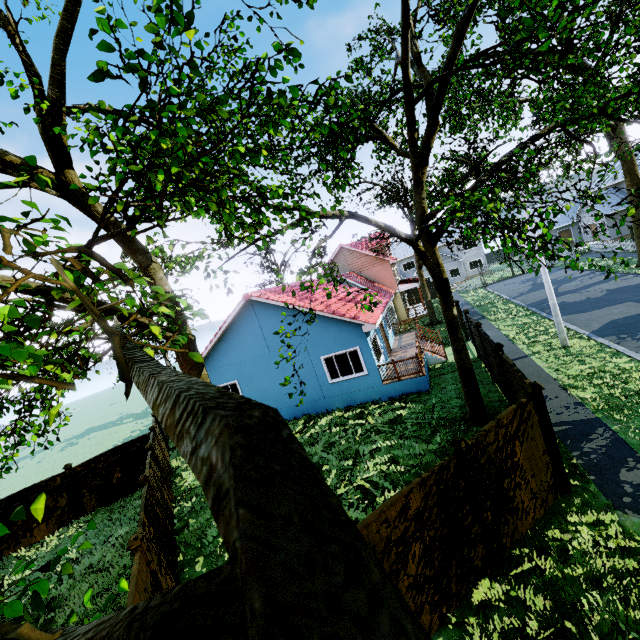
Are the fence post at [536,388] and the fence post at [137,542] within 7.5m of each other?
no

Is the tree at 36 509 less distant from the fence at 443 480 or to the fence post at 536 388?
the fence at 443 480

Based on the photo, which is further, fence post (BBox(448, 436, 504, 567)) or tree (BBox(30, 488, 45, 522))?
fence post (BBox(448, 436, 504, 567))

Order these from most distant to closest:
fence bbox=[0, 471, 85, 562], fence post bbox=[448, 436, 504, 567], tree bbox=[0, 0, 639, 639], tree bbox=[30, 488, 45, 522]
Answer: fence bbox=[0, 471, 85, 562] → fence post bbox=[448, 436, 504, 567] → tree bbox=[30, 488, 45, 522] → tree bbox=[0, 0, 639, 639]

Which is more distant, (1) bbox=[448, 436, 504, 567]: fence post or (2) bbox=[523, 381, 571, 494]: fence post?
(2) bbox=[523, 381, 571, 494]: fence post

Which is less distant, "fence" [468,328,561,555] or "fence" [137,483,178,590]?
"fence" [468,328,561,555]

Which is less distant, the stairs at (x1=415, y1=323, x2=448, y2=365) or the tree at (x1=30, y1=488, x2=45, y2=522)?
the tree at (x1=30, y1=488, x2=45, y2=522)

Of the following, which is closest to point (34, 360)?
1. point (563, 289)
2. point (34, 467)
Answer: point (563, 289)
